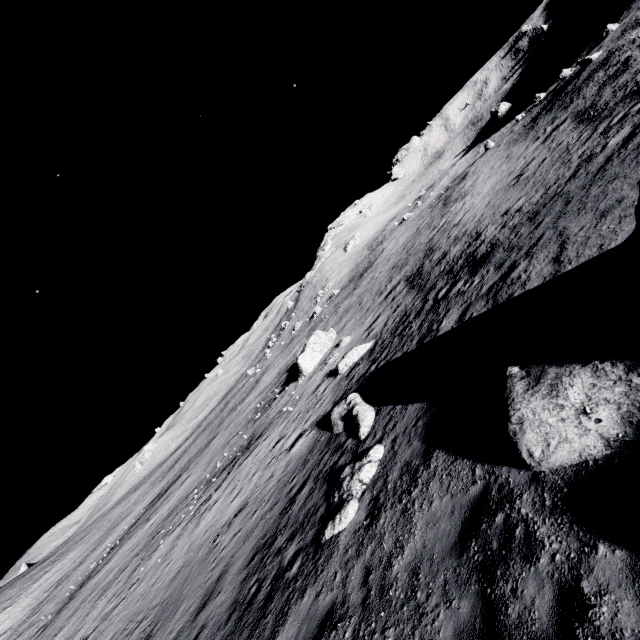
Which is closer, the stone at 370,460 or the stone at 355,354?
the stone at 370,460

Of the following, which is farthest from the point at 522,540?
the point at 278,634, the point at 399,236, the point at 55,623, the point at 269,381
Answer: the point at 399,236

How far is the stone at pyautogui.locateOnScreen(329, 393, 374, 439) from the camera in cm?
1211

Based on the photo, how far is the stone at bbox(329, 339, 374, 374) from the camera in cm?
2142

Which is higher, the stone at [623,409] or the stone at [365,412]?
the stone at [623,409]

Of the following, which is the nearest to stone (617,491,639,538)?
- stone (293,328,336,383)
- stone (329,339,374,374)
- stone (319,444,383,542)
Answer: stone (319,444,383,542)

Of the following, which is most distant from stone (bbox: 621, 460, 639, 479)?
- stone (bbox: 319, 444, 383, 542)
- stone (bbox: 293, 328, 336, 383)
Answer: stone (bbox: 293, 328, 336, 383)

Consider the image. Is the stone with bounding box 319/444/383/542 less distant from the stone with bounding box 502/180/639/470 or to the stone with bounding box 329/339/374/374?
the stone with bounding box 502/180/639/470
